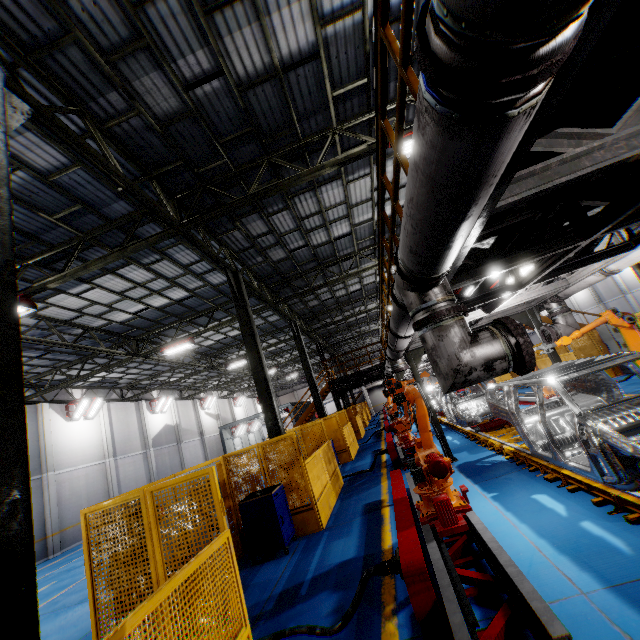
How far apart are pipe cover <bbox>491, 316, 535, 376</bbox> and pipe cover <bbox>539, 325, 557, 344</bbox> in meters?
6.9

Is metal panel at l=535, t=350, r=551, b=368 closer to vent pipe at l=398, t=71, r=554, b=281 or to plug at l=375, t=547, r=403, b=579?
plug at l=375, t=547, r=403, b=579

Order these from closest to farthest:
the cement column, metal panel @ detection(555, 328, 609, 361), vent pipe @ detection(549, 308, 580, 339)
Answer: vent pipe @ detection(549, 308, 580, 339) < metal panel @ detection(555, 328, 609, 361) < the cement column

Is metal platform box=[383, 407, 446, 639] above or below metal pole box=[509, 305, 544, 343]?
below

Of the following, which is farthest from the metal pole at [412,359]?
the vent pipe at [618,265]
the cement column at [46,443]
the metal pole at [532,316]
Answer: the cement column at [46,443]

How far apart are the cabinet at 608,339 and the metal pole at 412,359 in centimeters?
883cm

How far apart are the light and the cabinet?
20.17m

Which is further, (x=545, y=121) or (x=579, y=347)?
(x=579, y=347)
